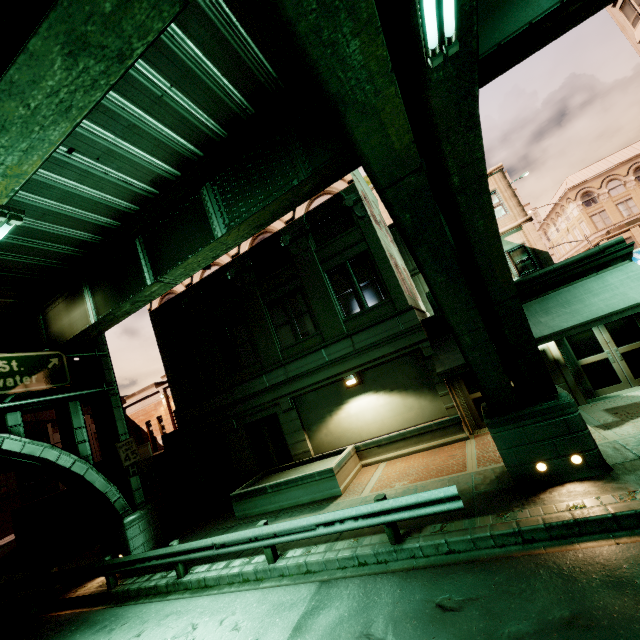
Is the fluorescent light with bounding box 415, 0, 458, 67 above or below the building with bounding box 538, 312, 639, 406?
above

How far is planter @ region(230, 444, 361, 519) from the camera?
11.6 meters

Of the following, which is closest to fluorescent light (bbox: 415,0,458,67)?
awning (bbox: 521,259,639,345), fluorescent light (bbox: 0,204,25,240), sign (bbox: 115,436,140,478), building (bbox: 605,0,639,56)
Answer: fluorescent light (bbox: 0,204,25,240)

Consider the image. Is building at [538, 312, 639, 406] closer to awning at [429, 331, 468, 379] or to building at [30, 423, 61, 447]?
awning at [429, 331, 468, 379]

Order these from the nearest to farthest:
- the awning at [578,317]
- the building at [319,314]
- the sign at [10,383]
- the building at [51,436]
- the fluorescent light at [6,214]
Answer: the fluorescent light at [6,214] < the awning at [578,317] < the sign at [10,383] < the building at [319,314] < the building at [51,436]

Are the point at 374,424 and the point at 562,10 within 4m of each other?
no

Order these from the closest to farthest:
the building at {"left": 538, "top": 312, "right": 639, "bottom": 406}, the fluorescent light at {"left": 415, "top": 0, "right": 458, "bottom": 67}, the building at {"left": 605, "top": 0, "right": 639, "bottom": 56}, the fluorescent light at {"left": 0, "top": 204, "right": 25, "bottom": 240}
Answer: the fluorescent light at {"left": 415, "top": 0, "right": 458, "bottom": 67}
the fluorescent light at {"left": 0, "top": 204, "right": 25, "bottom": 240}
the building at {"left": 538, "top": 312, "right": 639, "bottom": 406}
the building at {"left": 605, "top": 0, "right": 639, "bottom": 56}

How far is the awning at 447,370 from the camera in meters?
11.2
